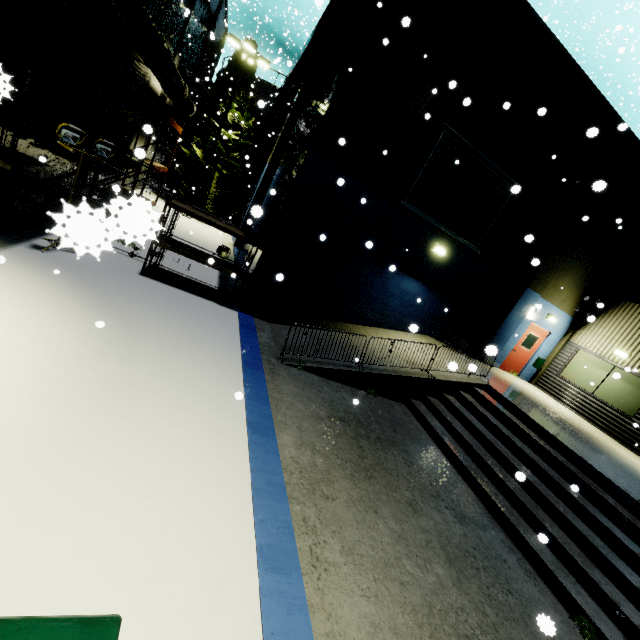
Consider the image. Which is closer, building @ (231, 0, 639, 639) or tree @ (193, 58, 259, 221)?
building @ (231, 0, 639, 639)

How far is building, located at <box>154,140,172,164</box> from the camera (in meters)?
23.31

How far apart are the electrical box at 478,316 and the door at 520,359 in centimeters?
201cm

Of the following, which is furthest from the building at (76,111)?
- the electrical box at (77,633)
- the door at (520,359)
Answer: the electrical box at (77,633)

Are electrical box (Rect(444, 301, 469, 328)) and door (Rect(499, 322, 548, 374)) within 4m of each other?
yes

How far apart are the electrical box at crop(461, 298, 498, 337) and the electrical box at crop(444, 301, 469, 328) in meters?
0.4 m

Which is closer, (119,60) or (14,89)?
(14,89)
